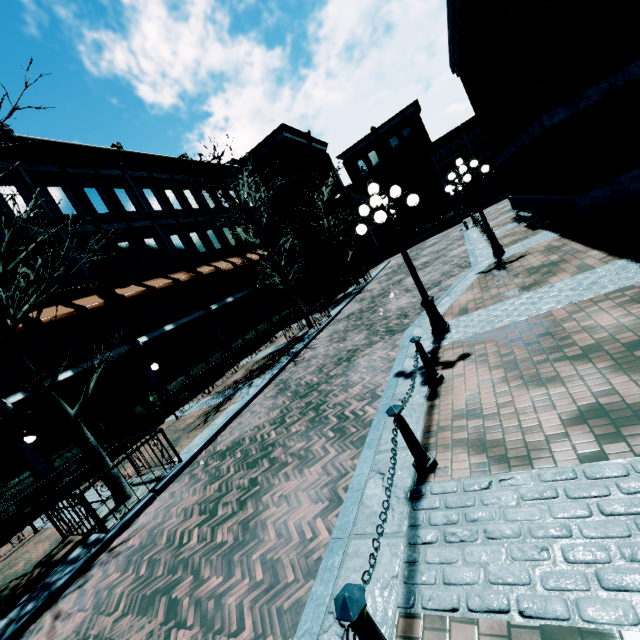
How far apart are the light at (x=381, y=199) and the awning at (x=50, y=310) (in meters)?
11.53

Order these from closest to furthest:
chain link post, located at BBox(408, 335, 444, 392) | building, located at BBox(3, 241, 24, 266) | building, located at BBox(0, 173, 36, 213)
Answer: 1. chain link post, located at BBox(408, 335, 444, 392)
2. building, located at BBox(3, 241, 24, 266)
3. building, located at BBox(0, 173, 36, 213)

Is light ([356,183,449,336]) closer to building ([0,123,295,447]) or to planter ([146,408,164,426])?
building ([0,123,295,447])

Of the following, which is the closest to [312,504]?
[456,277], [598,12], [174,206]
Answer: [456,277]

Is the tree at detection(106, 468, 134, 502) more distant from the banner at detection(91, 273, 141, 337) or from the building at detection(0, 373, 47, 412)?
the banner at detection(91, 273, 141, 337)

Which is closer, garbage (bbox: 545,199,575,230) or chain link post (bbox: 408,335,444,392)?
chain link post (bbox: 408,335,444,392)

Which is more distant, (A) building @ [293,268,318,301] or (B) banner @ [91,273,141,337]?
(A) building @ [293,268,318,301]

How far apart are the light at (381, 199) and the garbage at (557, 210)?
6.63m
